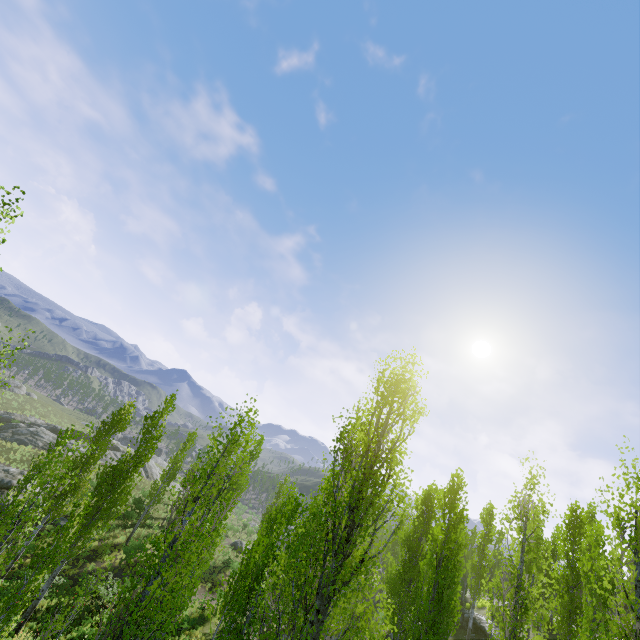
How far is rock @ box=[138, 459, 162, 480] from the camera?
47.9m

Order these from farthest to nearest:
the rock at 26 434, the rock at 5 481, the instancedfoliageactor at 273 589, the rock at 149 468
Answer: the rock at 149 468, the rock at 26 434, the rock at 5 481, the instancedfoliageactor at 273 589

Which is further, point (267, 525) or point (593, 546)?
point (267, 525)

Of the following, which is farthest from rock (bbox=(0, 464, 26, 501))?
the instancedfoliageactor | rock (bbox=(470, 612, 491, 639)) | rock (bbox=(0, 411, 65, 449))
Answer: rock (bbox=(470, 612, 491, 639))

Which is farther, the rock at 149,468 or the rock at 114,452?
the rock at 149,468

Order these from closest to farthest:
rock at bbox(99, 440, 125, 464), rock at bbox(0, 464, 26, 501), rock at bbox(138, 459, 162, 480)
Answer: rock at bbox(0, 464, 26, 501) < rock at bbox(99, 440, 125, 464) < rock at bbox(138, 459, 162, 480)

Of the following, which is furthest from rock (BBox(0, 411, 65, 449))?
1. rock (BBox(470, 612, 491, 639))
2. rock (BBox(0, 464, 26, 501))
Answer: rock (BBox(470, 612, 491, 639))
